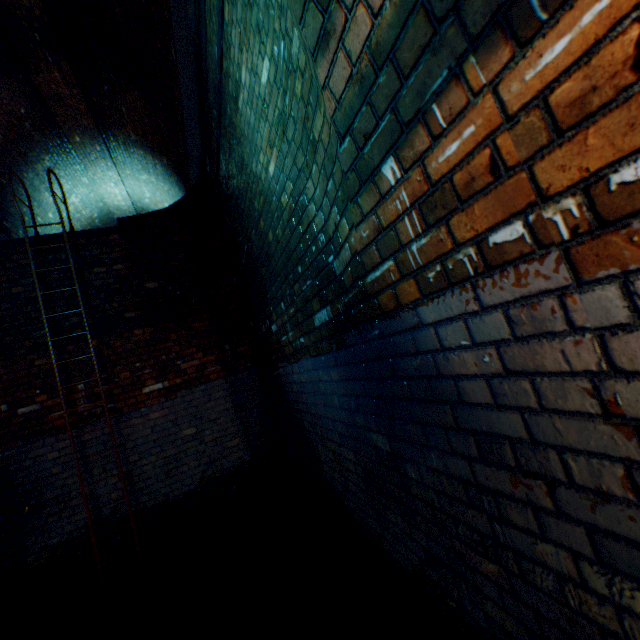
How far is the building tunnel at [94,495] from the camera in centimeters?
416cm

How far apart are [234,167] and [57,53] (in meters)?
6.88

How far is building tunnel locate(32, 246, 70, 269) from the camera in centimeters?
446cm

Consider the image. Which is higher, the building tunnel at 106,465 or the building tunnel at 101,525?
the building tunnel at 106,465

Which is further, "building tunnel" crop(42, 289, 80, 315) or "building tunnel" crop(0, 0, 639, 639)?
"building tunnel" crop(42, 289, 80, 315)
